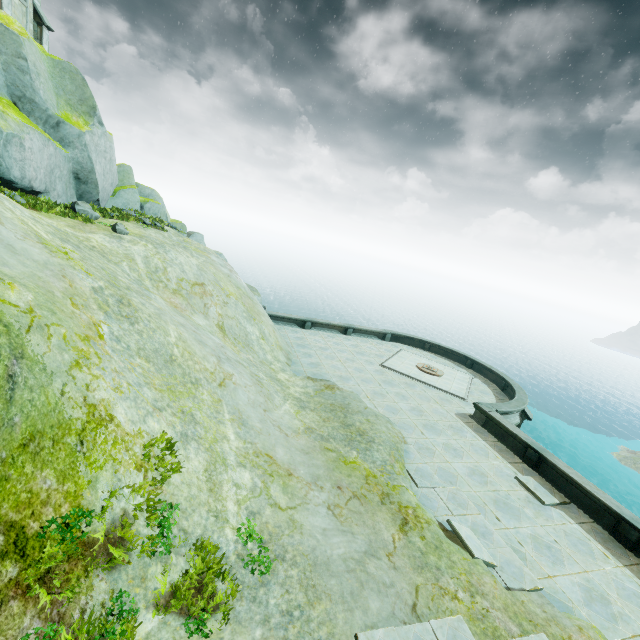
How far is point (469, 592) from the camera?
7.2m

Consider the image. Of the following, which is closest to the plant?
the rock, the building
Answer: the rock

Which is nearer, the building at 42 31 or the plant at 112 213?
the plant at 112 213

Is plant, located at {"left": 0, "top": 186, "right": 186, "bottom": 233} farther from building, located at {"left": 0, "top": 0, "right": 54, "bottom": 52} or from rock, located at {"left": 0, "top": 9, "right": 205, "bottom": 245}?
building, located at {"left": 0, "top": 0, "right": 54, "bottom": 52}

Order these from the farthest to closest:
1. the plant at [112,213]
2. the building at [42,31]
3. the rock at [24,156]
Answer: the building at [42,31]
the rock at [24,156]
the plant at [112,213]

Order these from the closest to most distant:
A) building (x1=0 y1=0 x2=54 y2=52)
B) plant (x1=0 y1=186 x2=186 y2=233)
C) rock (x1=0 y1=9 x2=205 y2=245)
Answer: plant (x1=0 y1=186 x2=186 y2=233), rock (x1=0 y1=9 x2=205 y2=245), building (x1=0 y1=0 x2=54 y2=52)
